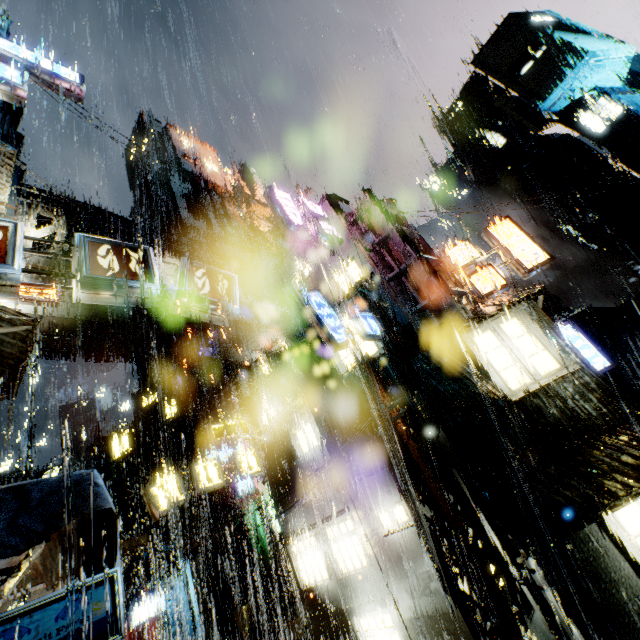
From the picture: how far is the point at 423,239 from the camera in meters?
15.5 m

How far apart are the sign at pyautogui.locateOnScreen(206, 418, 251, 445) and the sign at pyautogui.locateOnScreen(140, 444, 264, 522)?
0.7m

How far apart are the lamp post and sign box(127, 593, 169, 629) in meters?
28.5

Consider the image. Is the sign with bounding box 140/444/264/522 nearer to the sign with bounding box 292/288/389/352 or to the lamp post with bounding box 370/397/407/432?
the lamp post with bounding box 370/397/407/432

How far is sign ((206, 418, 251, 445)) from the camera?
16.3m

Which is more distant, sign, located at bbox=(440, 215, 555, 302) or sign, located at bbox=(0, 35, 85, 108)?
sign, located at bbox=(440, 215, 555, 302)

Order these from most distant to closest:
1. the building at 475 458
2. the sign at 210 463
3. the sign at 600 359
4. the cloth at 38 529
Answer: the sign at 600 359
the sign at 210 463
the building at 475 458
the cloth at 38 529

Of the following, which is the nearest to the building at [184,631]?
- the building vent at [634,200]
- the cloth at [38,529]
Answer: the cloth at [38,529]
